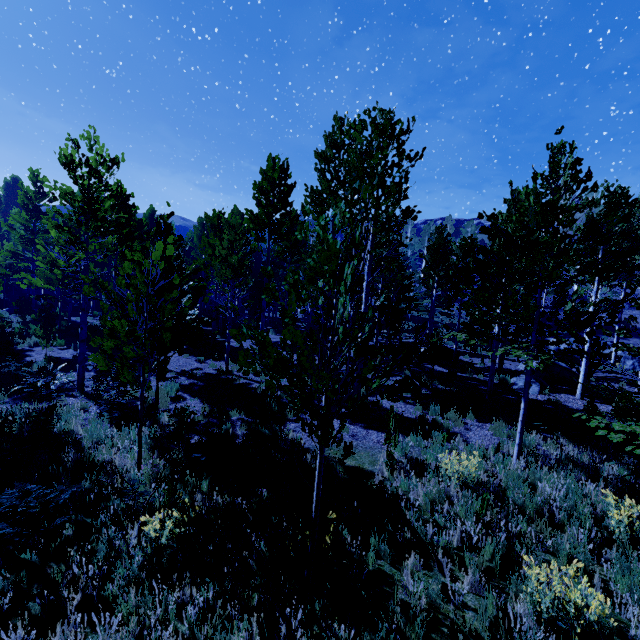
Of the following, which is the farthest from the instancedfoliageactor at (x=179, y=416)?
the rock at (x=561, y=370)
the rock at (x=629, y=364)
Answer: the rock at (x=629, y=364)

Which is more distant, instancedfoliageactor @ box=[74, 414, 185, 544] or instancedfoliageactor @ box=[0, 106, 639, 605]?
instancedfoliageactor @ box=[74, 414, 185, 544]

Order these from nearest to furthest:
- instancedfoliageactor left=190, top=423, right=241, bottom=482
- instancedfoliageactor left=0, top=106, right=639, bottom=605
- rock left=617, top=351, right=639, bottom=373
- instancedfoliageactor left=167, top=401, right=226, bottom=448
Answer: instancedfoliageactor left=0, top=106, right=639, bottom=605 → instancedfoliageactor left=190, top=423, right=241, bottom=482 → instancedfoliageactor left=167, top=401, right=226, bottom=448 → rock left=617, top=351, right=639, bottom=373

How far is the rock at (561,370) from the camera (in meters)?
12.85

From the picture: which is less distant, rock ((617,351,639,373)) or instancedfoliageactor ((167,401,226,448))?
instancedfoliageactor ((167,401,226,448))

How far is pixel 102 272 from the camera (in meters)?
11.56

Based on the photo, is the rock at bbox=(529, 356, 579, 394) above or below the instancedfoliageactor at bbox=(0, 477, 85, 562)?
above

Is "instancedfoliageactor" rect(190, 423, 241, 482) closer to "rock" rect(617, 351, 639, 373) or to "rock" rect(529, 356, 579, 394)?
"rock" rect(529, 356, 579, 394)
